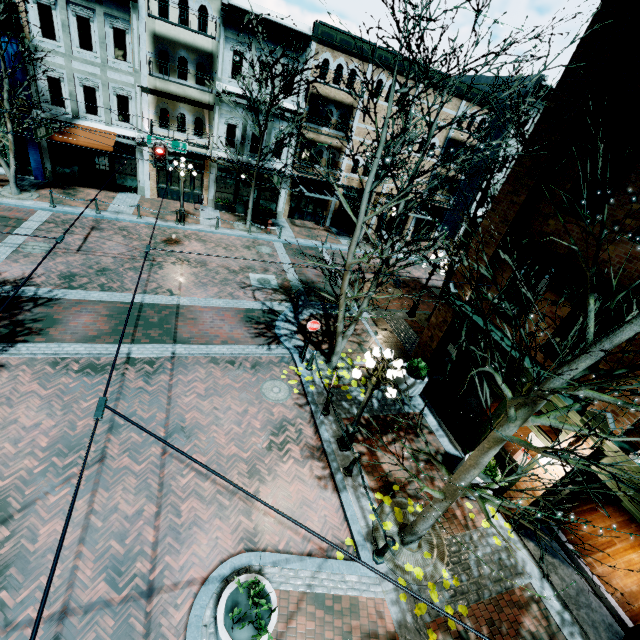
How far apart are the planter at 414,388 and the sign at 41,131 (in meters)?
14.90

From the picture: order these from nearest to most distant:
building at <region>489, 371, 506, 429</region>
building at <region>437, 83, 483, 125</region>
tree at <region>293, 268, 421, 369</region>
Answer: building at <region>489, 371, 506, 429</region>, tree at <region>293, 268, 421, 369</region>, building at <region>437, 83, 483, 125</region>

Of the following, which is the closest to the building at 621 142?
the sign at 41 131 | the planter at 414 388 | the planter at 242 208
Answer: the planter at 414 388

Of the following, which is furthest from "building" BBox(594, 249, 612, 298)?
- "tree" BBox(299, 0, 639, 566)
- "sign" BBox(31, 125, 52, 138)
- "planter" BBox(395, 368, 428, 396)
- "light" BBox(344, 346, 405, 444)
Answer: "sign" BBox(31, 125, 52, 138)

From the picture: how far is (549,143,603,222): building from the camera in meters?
7.3

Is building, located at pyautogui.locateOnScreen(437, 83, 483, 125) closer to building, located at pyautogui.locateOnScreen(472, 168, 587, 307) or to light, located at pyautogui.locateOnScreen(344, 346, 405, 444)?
building, located at pyautogui.locateOnScreen(472, 168, 587, 307)

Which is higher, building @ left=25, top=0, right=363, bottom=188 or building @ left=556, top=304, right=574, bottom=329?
building @ left=556, top=304, right=574, bottom=329

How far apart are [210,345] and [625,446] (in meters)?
11.42
